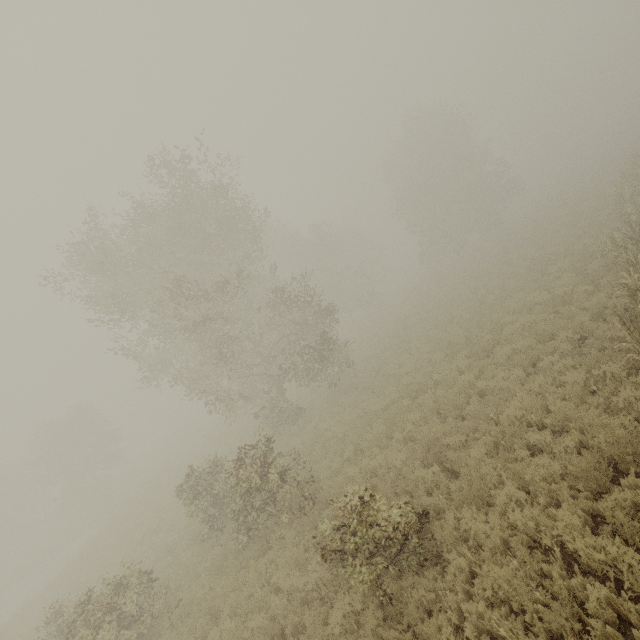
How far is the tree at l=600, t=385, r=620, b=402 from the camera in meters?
6.9

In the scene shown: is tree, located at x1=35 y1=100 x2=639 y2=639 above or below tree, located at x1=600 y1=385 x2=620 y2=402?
above

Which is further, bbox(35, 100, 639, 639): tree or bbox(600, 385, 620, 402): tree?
bbox(600, 385, 620, 402): tree

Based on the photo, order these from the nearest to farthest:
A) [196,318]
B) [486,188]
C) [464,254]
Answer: [196,318], [486,188], [464,254]

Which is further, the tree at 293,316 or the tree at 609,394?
the tree at 609,394

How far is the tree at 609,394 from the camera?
6.9m
